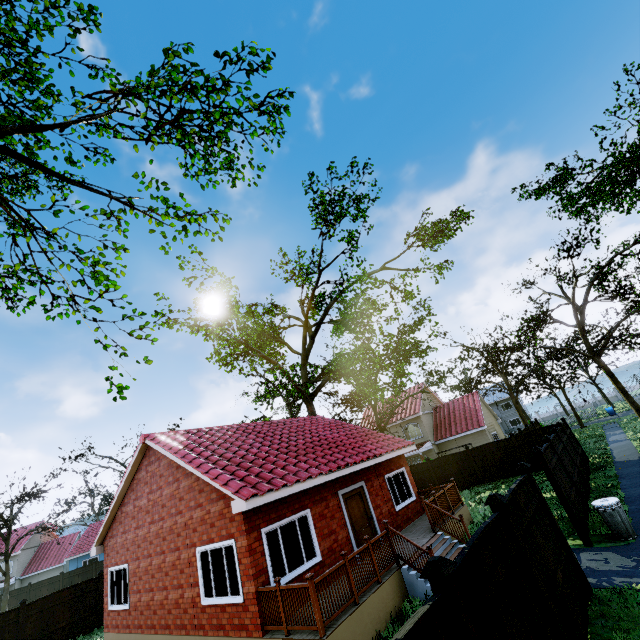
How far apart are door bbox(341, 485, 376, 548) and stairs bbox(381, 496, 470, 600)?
2.0 meters

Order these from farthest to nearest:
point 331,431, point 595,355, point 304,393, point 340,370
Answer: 1. point 304,393
2. point 340,370
3. point 595,355
4. point 331,431

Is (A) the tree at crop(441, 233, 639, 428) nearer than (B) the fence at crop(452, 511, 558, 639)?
No

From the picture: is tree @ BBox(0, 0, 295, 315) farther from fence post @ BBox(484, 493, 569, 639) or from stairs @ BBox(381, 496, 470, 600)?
fence post @ BBox(484, 493, 569, 639)

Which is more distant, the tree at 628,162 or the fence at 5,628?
the tree at 628,162

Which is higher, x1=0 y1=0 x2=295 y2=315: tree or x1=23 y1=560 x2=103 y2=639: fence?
x1=0 y1=0 x2=295 y2=315: tree

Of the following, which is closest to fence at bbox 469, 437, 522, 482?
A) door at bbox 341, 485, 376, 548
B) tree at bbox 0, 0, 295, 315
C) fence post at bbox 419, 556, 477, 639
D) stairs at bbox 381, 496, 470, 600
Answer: fence post at bbox 419, 556, 477, 639

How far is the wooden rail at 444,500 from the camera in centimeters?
1265cm
